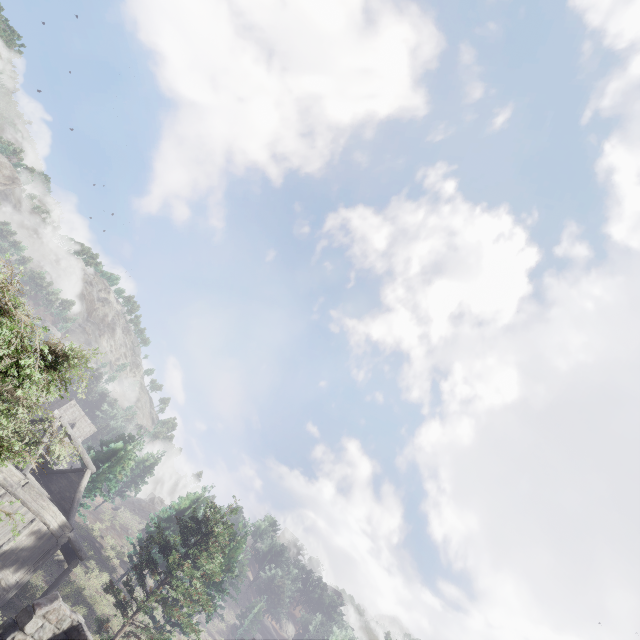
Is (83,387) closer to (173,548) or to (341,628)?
(173,548)
